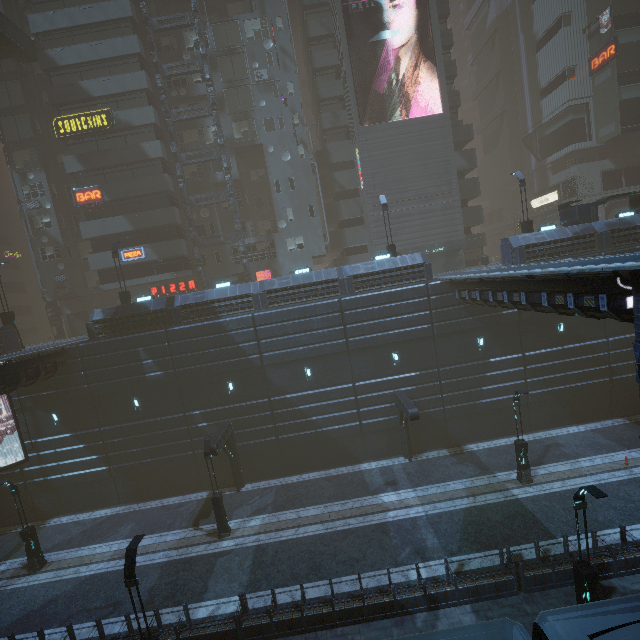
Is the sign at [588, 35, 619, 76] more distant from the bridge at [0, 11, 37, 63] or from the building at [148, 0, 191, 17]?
the bridge at [0, 11, 37, 63]

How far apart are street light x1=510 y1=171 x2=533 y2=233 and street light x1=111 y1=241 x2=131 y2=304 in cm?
3017

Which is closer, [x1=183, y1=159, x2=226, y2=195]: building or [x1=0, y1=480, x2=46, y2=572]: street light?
[x1=0, y1=480, x2=46, y2=572]: street light

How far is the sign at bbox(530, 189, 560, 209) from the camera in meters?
42.7 m

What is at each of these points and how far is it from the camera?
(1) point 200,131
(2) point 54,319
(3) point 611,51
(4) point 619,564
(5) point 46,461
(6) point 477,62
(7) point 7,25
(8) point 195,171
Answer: (1) building, 32.3 meters
(2) building structure, 33.8 meters
(3) sign, 36.1 meters
(4) building, 12.4 meters
(5) building, 22.4 meters
(6) building, 56.6 meters
(7) bridge, 26.4 meters
(8) building, 32.7 meters

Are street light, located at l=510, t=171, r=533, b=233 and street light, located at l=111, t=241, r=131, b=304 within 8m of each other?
no

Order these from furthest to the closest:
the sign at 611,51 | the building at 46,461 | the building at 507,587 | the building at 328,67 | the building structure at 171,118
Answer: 1. the sign at 611,51
2. the building structure at 171,118
3. the building at 328,67
4. the building at 46,461
5. the building at 507,587

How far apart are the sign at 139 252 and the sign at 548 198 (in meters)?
50.30
